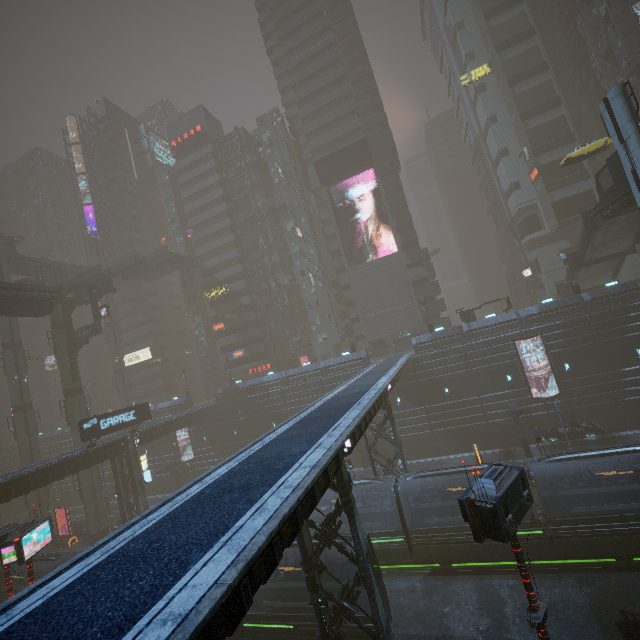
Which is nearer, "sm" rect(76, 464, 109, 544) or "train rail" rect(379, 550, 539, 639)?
"train rail" rect(379, 550, 539, 639)

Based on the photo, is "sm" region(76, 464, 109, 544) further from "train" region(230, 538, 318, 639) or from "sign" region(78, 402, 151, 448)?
"train" region(230, 538, 318, 639)

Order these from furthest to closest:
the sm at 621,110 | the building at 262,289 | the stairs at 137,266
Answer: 1. the building at 262,289
2. the stairs at 137,266
3. the sm at 621,110

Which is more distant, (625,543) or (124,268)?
(124,268)

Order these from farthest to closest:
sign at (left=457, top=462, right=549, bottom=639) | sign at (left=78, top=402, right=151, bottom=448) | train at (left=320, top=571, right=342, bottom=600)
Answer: sign at (left=78, top=402, right=151, bottom=448), train at (left=320, top=571, right=342, bottom=600), sign at (left=457, top=462, right=549, bottom=639)

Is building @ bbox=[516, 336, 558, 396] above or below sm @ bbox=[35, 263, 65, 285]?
below

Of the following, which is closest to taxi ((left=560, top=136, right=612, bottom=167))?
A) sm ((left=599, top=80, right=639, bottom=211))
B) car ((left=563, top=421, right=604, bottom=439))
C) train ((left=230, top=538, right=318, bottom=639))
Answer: sm ((left=599, top=80, right=639, bottom=211))

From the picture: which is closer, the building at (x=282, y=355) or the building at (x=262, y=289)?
the building at (x=282, y=355)
